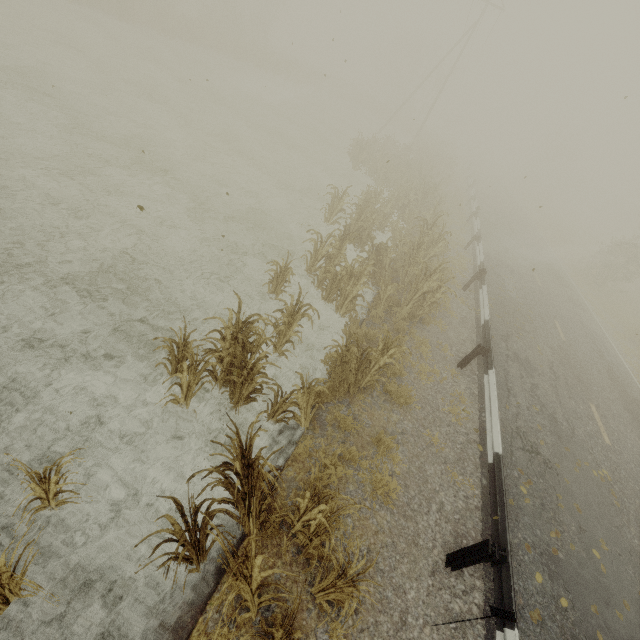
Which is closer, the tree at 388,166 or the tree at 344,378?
the tree at 344,378

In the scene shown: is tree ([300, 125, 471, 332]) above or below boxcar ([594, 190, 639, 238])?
below

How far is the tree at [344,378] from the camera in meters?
6.0

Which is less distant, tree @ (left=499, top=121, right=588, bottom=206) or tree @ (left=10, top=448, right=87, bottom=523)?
tree @ (left=10, top=448, right=87, bottom=523)

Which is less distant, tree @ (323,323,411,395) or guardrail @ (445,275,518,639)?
guardrail @ (445,275,518,639)

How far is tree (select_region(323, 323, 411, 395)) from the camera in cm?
599

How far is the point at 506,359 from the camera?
9.9m

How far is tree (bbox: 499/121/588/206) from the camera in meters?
47.5 m
